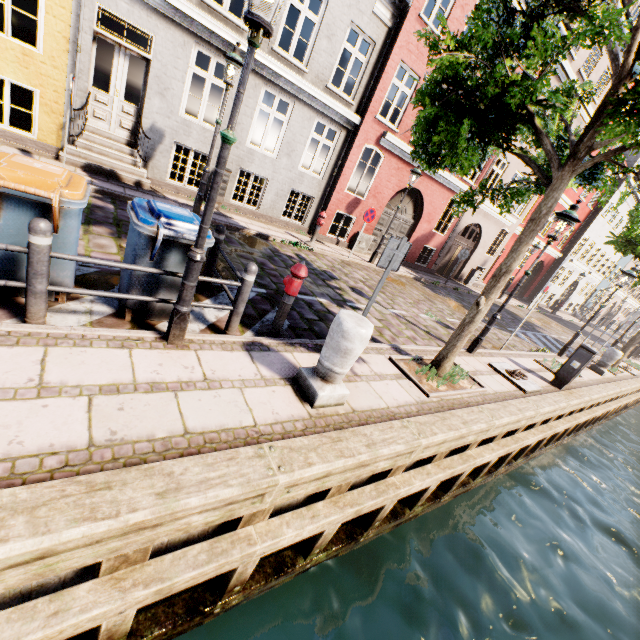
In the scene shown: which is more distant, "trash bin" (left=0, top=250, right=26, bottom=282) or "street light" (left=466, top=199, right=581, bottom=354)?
"street light" (left=466, top=199, right=581, bottom=354)

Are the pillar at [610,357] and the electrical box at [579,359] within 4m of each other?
no

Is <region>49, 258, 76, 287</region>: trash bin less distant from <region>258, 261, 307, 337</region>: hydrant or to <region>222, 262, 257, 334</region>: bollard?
Result: <region>222, 262, 257, 334</region>: bollard

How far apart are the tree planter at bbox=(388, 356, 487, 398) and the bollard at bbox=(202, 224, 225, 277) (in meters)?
3.31

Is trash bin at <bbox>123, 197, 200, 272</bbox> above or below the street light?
below

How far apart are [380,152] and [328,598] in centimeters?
1307cm

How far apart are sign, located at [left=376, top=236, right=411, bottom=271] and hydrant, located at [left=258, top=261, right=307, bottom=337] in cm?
107

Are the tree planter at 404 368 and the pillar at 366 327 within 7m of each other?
yes
